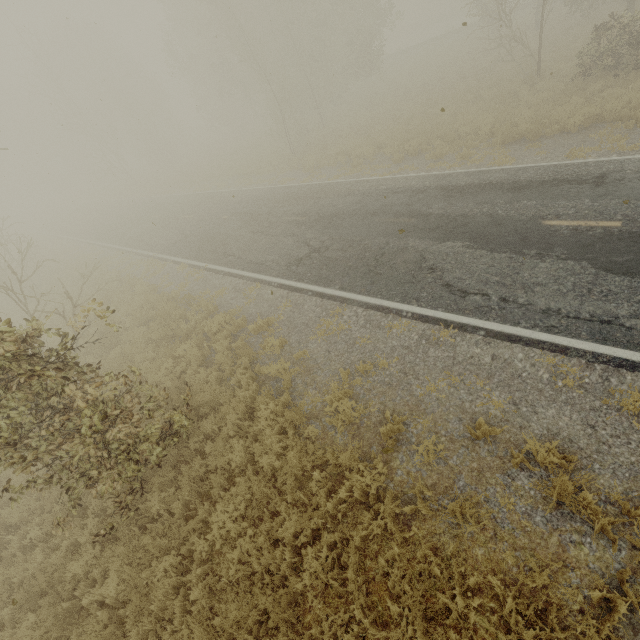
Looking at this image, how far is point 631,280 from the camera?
6.07m
